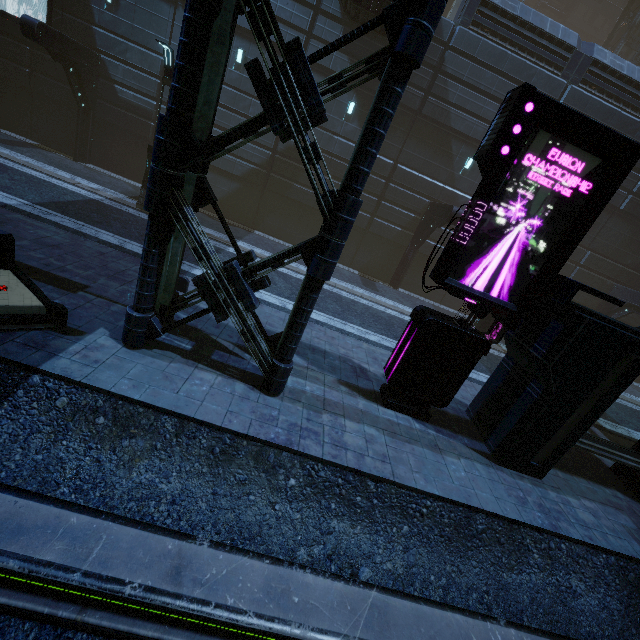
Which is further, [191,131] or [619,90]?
[619,90]

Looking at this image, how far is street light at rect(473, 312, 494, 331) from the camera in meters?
14.5 m

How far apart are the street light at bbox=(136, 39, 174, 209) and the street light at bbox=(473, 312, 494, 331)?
14.88m

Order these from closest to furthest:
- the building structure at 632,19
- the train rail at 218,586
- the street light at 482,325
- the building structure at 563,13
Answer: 1. the train rail at 218,586
2. the street light at 482,325
3. the building structure at 632,19
4. the building structure at 563,13

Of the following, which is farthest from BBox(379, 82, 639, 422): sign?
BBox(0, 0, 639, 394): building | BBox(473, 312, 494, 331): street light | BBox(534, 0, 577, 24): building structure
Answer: BBox(534, 0, 577, 24): building structure

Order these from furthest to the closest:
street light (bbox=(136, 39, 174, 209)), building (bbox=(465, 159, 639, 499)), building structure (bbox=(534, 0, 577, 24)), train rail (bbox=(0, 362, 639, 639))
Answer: building structure (bbox=(534, 0, 577, 24)) < street light (bbox=(136, 39, 174, 209)) < building (bbox=(465, 159, 639, 499)) < train rail (bbox=(0, 362, 639, 639))

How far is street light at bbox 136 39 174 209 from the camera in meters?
10.8

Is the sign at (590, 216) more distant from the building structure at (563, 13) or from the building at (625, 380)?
the building structure at (563, 13)
